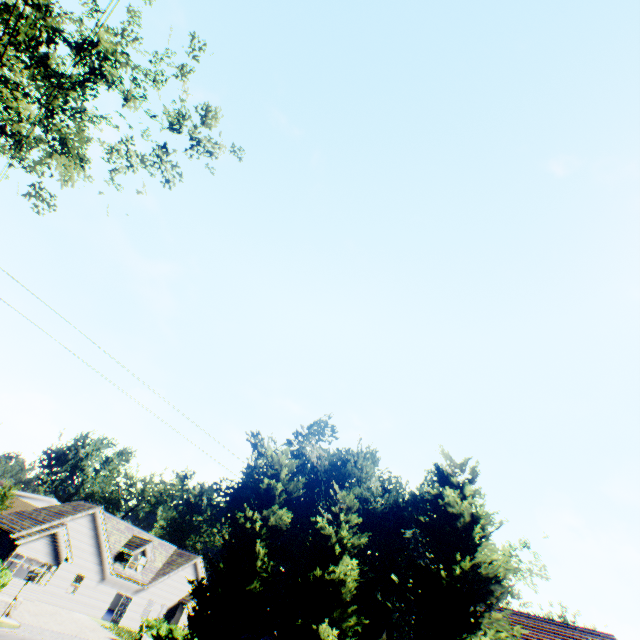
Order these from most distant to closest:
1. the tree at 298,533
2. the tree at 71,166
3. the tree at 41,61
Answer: the tree at 71,166
the tree at 41,61
the tree at 298,533

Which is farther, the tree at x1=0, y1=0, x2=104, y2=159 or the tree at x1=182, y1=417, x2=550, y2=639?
the tree at x1=0, y1=0, x2=104, y2=159

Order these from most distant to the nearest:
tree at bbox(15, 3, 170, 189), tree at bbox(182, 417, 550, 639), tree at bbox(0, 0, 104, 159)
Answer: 1. tree at bbox(15, 3, 170, 189)
2. tree at bbox(0, 0, 104, 159)
3. tree at bbox(182, 417, 550, 639)

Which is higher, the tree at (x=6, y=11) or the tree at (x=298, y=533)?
the tree at (x=6, y=11)

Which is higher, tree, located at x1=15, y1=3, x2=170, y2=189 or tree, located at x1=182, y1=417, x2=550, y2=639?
tree, located at x1=15, y1=3, x2=170, y2=189

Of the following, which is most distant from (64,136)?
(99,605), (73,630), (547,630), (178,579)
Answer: (178,579)
